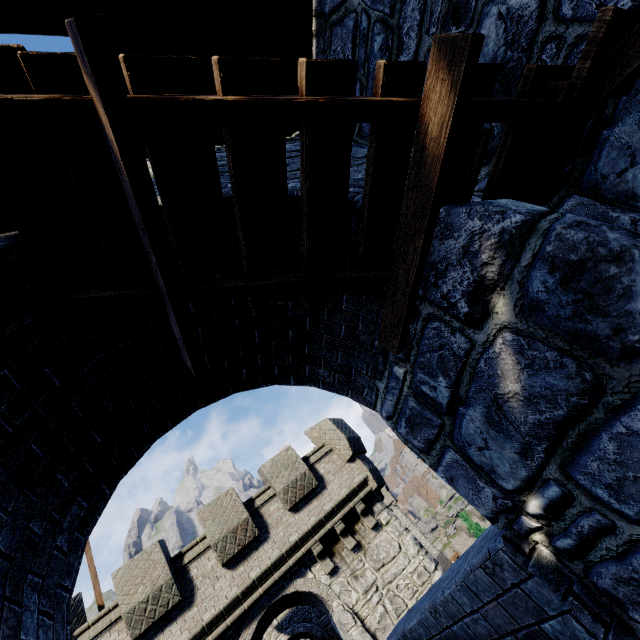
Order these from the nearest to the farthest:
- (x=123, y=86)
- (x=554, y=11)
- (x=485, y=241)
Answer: (x=123, y=86), (x=485, y=241), (x=554, y=11)

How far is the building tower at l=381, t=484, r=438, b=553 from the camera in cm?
4782

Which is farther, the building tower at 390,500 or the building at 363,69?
the building tower at 390,500

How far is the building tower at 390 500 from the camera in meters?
47.8

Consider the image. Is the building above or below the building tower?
below

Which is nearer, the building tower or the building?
the building
